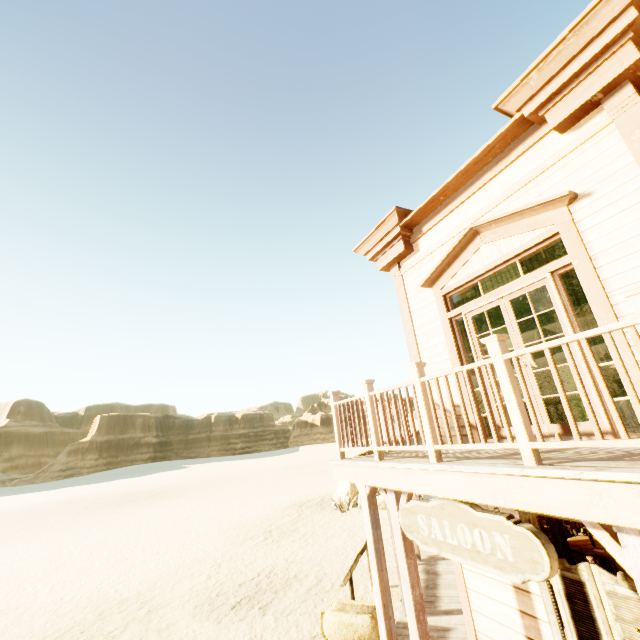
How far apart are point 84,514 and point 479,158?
33.7m

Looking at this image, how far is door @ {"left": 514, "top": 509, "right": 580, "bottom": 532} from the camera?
4.0m

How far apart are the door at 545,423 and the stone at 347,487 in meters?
14.4 m

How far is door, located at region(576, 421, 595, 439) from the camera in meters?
3.8 m

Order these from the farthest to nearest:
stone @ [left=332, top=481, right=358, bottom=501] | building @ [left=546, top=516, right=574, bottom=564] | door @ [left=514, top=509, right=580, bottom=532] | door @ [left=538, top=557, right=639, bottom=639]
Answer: stone @ [left=332, top=481, right=358, bottom=501] → building @ [left=546, top=516, right=574, bottom=564] → door @ [left=514, top=509, right=580, bottom=532] → door @ [left=538, top=557, right=639, bottom=639]

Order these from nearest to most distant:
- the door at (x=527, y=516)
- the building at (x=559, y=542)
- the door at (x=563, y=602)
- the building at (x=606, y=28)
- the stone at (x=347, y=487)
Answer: the building at (x=606, y=28), the door at (x=563, y=602), the door at (x=527, y=516), the building at (x=559, y=542), the stone at (x=347, y=487)

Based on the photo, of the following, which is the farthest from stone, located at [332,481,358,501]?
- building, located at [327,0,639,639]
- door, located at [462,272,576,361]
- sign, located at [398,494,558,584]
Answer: sign, located at [398,494,558,584]

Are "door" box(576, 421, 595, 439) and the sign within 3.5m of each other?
yes
